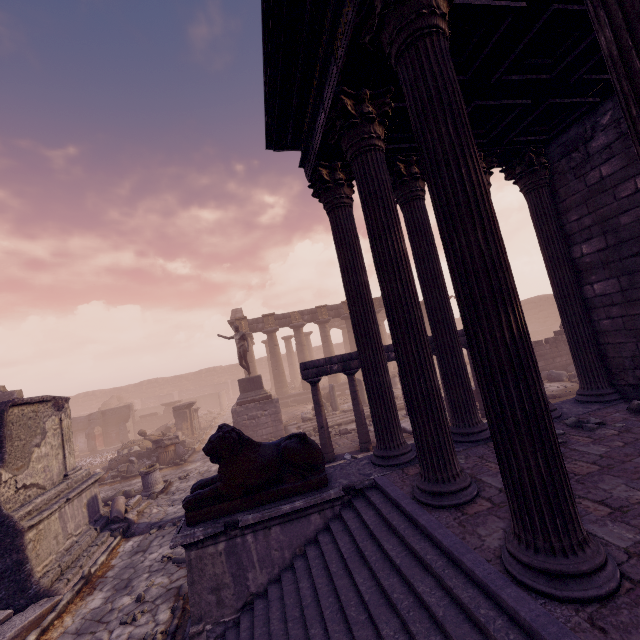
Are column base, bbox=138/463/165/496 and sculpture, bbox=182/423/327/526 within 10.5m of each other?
yes

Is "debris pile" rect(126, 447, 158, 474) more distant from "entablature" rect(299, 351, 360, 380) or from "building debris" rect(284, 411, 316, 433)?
"entablature" rect(299, 351, 360, 380)

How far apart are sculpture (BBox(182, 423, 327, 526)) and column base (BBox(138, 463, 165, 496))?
8.4 meters

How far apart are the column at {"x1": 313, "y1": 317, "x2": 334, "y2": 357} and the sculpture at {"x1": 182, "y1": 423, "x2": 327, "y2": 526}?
21.0 meters

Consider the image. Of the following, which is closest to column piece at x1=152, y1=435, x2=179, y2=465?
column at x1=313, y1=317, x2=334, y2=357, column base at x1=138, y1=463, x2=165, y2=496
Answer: column base at x1=138, y1=463, x2=165, y2=496

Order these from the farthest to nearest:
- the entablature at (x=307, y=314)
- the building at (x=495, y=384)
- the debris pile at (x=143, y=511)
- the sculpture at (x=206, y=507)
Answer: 1. the entablature at (x=307, y=314)
2. the debris pile at (x=143, y=511)
3. the sculpture at (x=206, y=507)
4. the building at (x=495, y=384)

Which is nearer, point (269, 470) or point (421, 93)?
point (421, 93)

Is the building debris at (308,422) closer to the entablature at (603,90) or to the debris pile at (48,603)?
the debris pile at (48,603)
